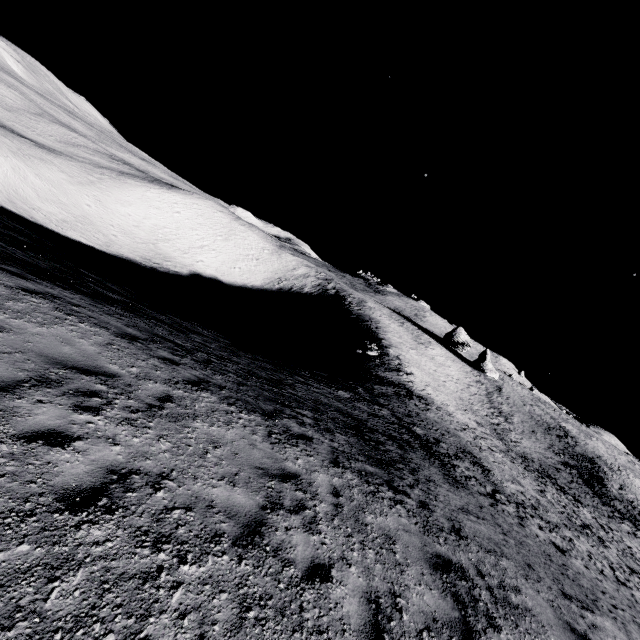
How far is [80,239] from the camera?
59.94m
